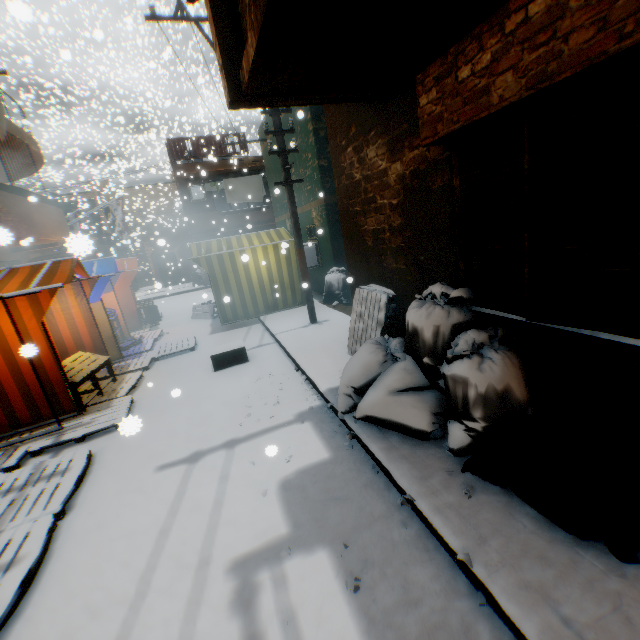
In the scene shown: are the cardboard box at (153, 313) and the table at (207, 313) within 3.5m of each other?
yes

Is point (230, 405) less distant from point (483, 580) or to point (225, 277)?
point (483, 580)

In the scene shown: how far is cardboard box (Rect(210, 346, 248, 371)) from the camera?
6.6m

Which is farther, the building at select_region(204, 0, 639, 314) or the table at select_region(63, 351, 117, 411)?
the table at select_region(63, 351, 117, 411)

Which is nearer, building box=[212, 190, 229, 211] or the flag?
the flag

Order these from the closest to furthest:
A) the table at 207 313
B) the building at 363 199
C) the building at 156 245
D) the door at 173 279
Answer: the building at 363 199, the building at 156 245, the table at 207 313, the door at 173 279

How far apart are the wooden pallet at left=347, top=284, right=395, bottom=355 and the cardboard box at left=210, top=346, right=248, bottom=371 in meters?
1.8 m
